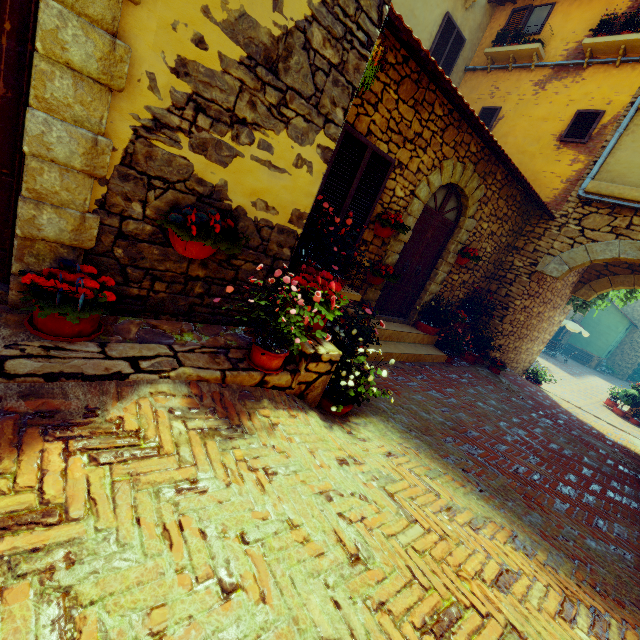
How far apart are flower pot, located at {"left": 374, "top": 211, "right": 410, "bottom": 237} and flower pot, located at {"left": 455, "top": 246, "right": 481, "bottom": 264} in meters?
2.1

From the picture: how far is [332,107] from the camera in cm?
265

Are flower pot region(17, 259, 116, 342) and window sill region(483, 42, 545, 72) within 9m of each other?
no

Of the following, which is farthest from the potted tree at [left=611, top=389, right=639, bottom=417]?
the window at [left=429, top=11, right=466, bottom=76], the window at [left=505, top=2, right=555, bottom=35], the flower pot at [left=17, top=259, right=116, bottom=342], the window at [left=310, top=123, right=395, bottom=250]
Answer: the flower pot at [left=17, top=259, right=116, bottom=342]

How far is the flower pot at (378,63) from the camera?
3.28m

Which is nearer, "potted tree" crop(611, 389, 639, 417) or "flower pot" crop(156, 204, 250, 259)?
"flower pot" crop(156, 204, 250, 259)

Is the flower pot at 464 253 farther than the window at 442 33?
No

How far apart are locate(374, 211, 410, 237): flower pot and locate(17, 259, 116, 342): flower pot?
3.9 meters
